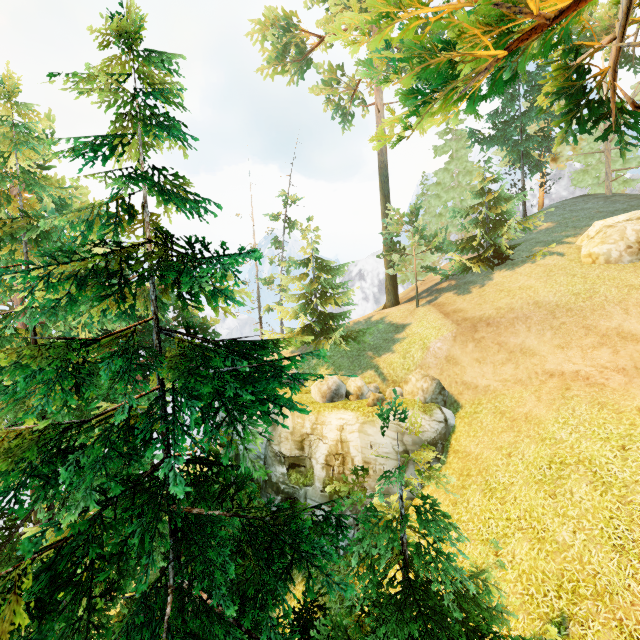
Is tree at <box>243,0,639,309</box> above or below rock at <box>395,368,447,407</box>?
above

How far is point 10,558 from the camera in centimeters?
852cm

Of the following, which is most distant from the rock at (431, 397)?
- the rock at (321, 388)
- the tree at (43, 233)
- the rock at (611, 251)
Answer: the rock at (611, 251)

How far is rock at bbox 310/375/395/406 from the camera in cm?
1584

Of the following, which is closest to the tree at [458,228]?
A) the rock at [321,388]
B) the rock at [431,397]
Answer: the rock at [321,388]

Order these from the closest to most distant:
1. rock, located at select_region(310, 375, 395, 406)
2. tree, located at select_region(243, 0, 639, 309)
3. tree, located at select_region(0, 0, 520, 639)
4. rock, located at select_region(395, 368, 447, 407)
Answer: tree, located at select_region(0, 0, 520, 639)
tree, located at select_region(243, 0, 639, 309)
rock, located at select_region(310, 375, 395, 406)
rock, located at select_region(395, 368, 447, 407)

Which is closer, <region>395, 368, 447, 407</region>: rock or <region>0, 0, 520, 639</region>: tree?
<region>0, 0, 520, 639</region>: tree

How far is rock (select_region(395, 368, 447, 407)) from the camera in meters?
16.6 m
